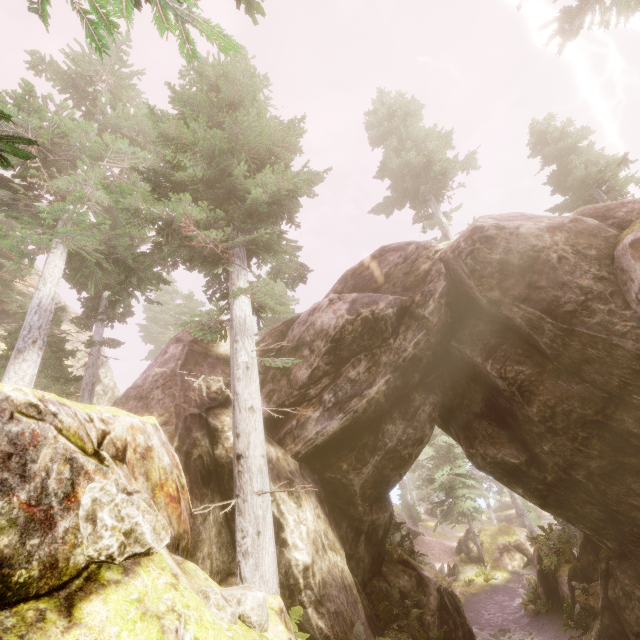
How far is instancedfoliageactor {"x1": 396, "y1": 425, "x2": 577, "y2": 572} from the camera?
18.8 meters

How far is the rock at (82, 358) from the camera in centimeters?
2670cm

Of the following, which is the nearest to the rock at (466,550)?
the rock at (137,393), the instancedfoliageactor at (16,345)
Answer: the instancedfoliageactor at (16,345)

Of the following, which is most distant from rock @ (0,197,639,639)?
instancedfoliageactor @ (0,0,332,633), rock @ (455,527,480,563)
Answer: rock @ (455,527,480,563)

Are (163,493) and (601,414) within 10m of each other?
no

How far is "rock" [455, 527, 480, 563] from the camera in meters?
28.2 m

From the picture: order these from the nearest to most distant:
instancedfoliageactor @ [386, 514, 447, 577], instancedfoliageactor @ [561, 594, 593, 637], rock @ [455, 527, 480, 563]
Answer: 1. instancedfoliageactor @ [561, 594, 593, 637]
2. instancedfoliageactor @ [386, 514, 447, 577]
3. rock @ [455, 527, 480, 563]

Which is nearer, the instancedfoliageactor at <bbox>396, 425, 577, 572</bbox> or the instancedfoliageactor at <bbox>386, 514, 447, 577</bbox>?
the instancedfoliageactor at <bbox>386, 514, 447, 577</bbox>
